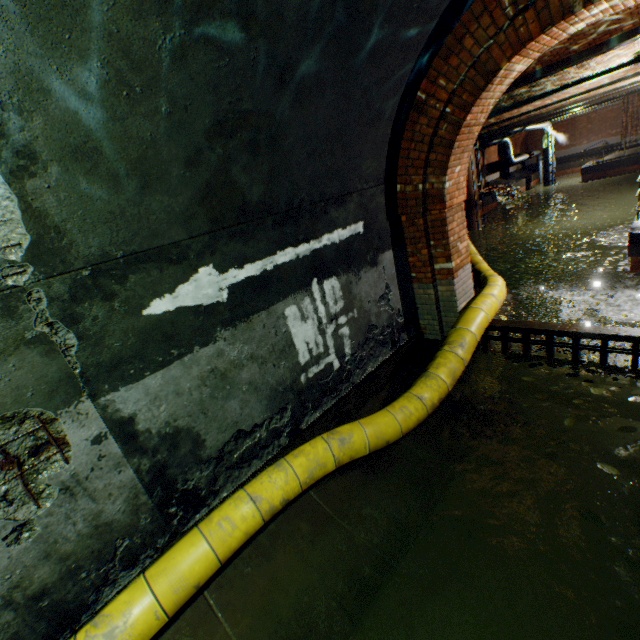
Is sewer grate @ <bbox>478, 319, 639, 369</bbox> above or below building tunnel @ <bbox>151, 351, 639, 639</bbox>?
above

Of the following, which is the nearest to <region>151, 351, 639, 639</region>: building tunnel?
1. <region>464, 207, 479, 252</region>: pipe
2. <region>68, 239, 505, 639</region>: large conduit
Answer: <region>68, 239, 505, 639</region>: large conduit

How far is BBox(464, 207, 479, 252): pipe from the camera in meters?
20.7 m

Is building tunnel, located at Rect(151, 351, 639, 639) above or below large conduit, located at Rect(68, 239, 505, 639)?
below

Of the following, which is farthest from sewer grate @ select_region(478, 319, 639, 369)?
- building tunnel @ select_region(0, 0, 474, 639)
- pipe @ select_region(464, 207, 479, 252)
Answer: pipe @ select_region(464, 207, 479, 252)

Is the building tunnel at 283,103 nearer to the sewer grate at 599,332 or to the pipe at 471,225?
the sewer grate at 599,332

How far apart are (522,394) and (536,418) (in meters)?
0.51

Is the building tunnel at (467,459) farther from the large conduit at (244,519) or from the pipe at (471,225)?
the pipe at (471,225)
